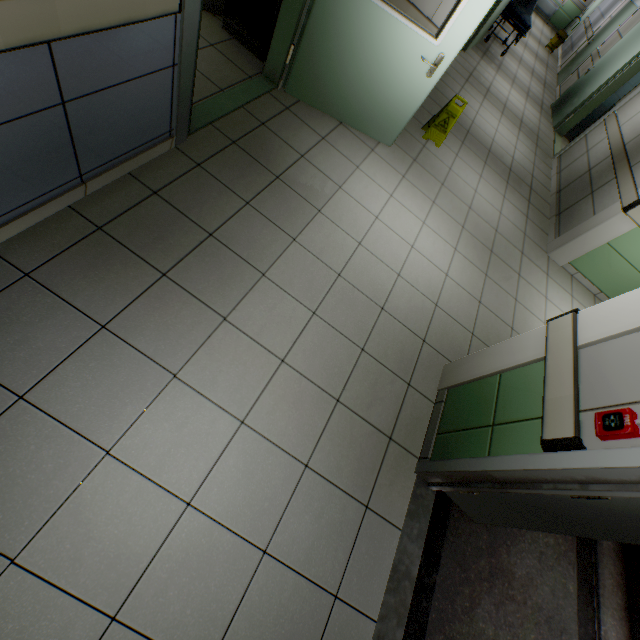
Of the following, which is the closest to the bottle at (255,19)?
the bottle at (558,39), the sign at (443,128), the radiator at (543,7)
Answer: the sign at (443,128)

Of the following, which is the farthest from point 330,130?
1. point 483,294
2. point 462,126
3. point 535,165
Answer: point 535,165

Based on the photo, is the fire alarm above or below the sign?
above

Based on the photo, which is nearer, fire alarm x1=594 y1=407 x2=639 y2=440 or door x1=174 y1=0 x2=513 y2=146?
fire alarm x1=594 y1=407 x2=639 y2=440

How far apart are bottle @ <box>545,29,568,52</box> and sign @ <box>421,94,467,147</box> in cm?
1212

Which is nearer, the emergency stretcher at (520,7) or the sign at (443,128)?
the sign at (443,128)

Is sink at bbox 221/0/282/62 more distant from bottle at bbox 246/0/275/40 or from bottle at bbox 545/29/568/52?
bottle at bbox 545/29/568/52

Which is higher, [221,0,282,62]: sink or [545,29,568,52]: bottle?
[545,29,568,52]: bottle
